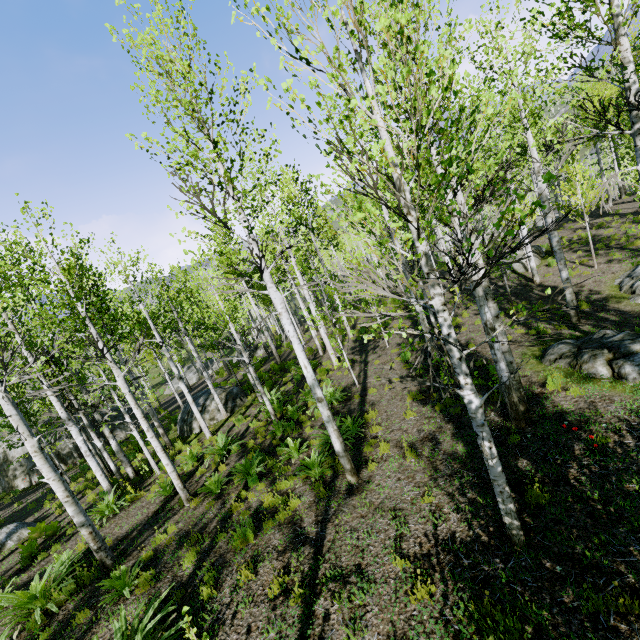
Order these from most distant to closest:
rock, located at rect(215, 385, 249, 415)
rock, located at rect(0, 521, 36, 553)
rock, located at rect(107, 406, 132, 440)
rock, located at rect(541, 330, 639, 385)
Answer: rock, located at rect(107, 406, 132, 440)
rock, located at rect(215, 385, 249, 415)
rock, located at rect(0, 521, 36, 553)
rock, located at rect(541, 330, 639, 385)

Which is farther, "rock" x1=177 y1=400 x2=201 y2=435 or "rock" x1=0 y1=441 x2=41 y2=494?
"rock" x1=0 y1=441 x2=41 y2=494

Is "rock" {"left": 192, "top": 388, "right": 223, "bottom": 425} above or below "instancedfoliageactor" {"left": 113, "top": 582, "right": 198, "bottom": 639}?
below

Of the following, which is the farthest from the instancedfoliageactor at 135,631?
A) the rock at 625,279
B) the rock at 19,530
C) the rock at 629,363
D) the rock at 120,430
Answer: the rock at 120,430

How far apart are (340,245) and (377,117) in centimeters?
3923cm

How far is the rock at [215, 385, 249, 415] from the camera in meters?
16.1 m

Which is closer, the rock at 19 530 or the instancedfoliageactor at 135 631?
the instancedfoliageactor at 135 631
